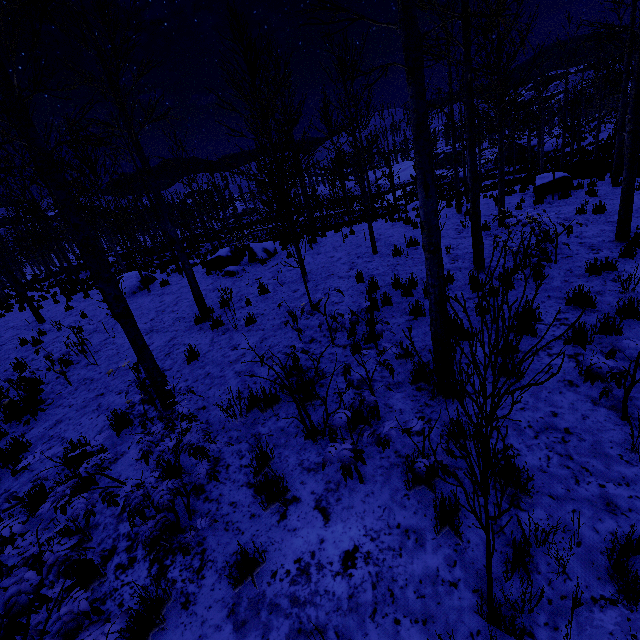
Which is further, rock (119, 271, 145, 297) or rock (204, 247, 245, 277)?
rock (119, 271, 145, 297)

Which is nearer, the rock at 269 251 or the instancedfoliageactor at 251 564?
the instancedfoliageactor at 251 564

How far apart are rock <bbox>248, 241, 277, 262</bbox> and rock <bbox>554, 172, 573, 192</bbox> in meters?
11.5 m

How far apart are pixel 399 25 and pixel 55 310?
18.1 meters

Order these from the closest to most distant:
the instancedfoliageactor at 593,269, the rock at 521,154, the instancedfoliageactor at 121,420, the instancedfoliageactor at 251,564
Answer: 1. the instancedfoliageactor at 251,564
2. the instancedfoliageactor at 121,420
3. the instancedfoliageactor at 593,269
4. the rock at 521,154

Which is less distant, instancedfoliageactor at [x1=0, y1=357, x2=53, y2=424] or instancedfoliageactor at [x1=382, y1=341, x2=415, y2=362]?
instancedfoliageactor at [x1=382, y1=341, x2=415, y2=362]

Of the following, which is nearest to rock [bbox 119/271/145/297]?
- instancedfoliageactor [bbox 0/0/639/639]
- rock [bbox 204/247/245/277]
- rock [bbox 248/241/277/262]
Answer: instancedfoliageactor [bbox 0/0/639/639]

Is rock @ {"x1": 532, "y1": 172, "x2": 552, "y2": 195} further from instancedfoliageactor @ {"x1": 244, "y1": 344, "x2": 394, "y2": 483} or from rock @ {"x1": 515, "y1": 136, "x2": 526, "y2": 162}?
rock @ {"x1": 515, "y1": 136, "x2": 526, "y2": 162}
